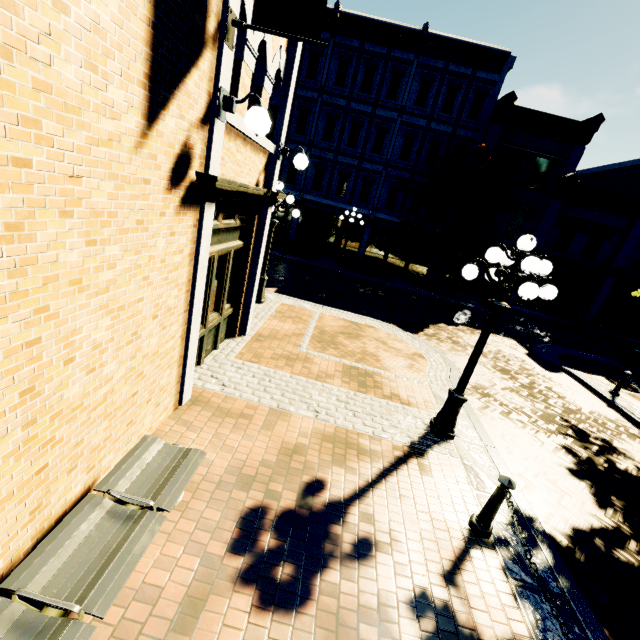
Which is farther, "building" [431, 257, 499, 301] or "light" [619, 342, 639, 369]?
"building" [431, 257, 499, 301]

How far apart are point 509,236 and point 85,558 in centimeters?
2407cm

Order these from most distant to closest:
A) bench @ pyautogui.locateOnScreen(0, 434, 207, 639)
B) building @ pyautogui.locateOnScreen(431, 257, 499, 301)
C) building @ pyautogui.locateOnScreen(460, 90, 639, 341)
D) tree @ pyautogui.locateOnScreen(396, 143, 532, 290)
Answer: building @ pyautogui.locateOnScreen(431, 257, 499, 301) < building @ pyautogui.locateOnScreen(460, 90, 639, 341) < tree @ pyautogui.locateOnScreen(396, 143, 532, 290) < bench @ pyautogui.locateOnScreen(0, 434, 207, 639)

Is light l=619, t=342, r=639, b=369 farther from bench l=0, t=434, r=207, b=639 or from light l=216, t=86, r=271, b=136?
bench l=0, t=434, r=207, b=639

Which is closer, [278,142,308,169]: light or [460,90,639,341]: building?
[278,142,308,169]: light

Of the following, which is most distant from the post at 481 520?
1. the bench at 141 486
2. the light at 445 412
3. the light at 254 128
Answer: the light at 254 128

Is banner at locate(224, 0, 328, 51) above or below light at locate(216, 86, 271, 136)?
above

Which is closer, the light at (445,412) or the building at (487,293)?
the light at (445,412)
